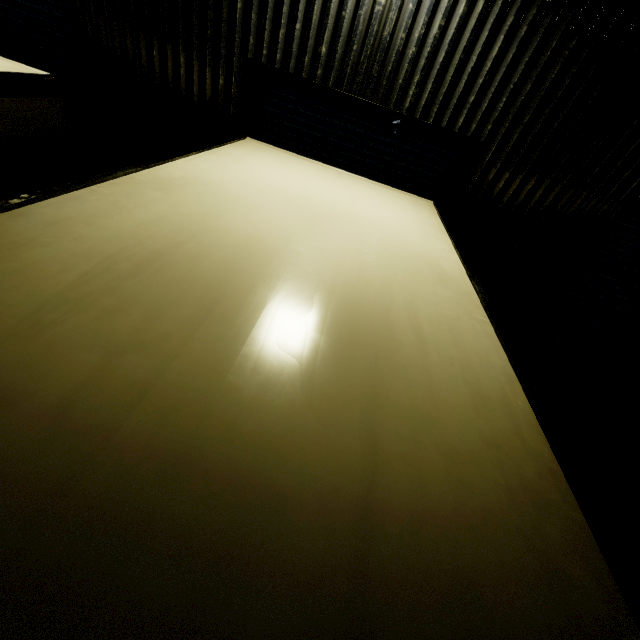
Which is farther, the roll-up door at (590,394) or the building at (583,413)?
the building at (583,413)

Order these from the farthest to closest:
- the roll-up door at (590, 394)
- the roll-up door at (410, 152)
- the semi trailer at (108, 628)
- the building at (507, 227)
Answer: the roll-up door at (590, 394), the roll-up door at (410, 152), the building at (507, 227), the semi trailer at (108, 628)

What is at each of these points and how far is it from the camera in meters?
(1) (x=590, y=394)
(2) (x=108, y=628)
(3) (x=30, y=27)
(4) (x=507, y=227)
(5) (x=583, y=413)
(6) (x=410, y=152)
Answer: (1) roll-up door, 6.4
(2) semi trailer, 0.6
(3) roll-up door, 4.1
(4) building, 4.4
(5) building, 6.4
(6) roll-up door, 4.2

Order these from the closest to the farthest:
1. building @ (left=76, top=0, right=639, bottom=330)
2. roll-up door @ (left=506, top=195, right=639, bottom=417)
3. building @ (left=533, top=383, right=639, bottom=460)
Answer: building @ (left=76, top=0, right=639, bottom=330)
roll-up door @ (left=506, top=195, right=639, bottom=417)
building @ (left=533, top=383, right=639, bottom=460)

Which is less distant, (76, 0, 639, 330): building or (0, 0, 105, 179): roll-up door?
(76, 0, 639, 330): building

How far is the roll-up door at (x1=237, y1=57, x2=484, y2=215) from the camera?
3.86m

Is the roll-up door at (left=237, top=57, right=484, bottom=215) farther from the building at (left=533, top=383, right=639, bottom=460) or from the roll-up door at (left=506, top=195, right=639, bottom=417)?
the roll-up door at (left=506, top=195, right=639, bottom=417)
